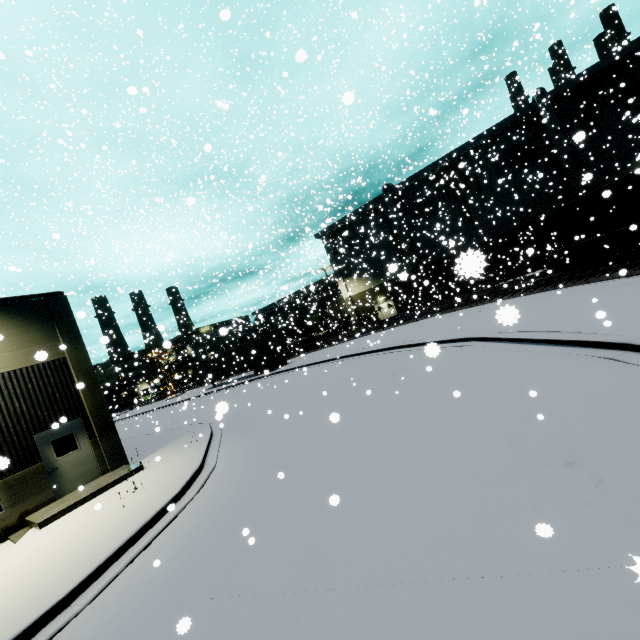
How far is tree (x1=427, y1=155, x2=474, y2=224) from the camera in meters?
33.8

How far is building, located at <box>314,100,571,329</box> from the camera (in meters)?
32.12

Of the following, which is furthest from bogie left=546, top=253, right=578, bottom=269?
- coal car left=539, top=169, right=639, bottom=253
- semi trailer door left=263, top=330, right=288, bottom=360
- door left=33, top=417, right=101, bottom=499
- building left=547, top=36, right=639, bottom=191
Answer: door left=33, top=417, right=101, bottom=499

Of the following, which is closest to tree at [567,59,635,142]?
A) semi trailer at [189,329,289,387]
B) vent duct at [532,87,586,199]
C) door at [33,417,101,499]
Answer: vent duct at [532,87,586,199]

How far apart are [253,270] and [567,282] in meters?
32.5

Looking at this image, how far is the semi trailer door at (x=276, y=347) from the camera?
31.7m

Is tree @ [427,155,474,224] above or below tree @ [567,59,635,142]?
below

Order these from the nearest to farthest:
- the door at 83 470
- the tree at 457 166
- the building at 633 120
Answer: the door at 83 470 → the building at 633 120 → the tree at 457 166
